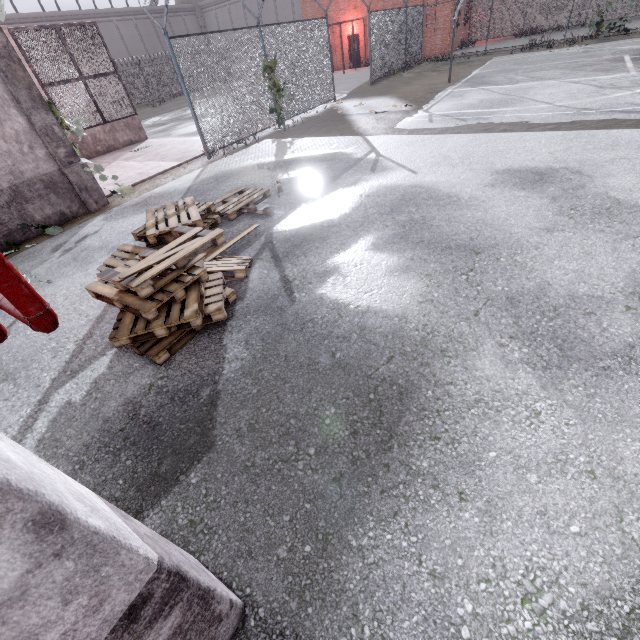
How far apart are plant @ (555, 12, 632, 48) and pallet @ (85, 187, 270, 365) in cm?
2359

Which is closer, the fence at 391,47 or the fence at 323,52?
the fence at 323,52

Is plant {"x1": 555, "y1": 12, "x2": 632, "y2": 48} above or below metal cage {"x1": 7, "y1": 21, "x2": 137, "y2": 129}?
below

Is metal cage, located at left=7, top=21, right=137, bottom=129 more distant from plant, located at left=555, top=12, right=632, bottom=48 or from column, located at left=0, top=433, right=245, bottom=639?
column, located at left=0, top=433, right=245, bottom=639

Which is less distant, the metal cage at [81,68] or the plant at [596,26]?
the metal cage at [81,68]

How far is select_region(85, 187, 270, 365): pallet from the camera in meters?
3.2

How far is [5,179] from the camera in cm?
639

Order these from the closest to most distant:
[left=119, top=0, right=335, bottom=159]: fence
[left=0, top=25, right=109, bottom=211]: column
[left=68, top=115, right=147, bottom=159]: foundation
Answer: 1. [left=0, top=25, right=109, bottom=211]: column
2. [left=119, top=0, right=335, bottom=159]: fence
3. [left=68, top=115, right=147, bottom=159]: foundation
